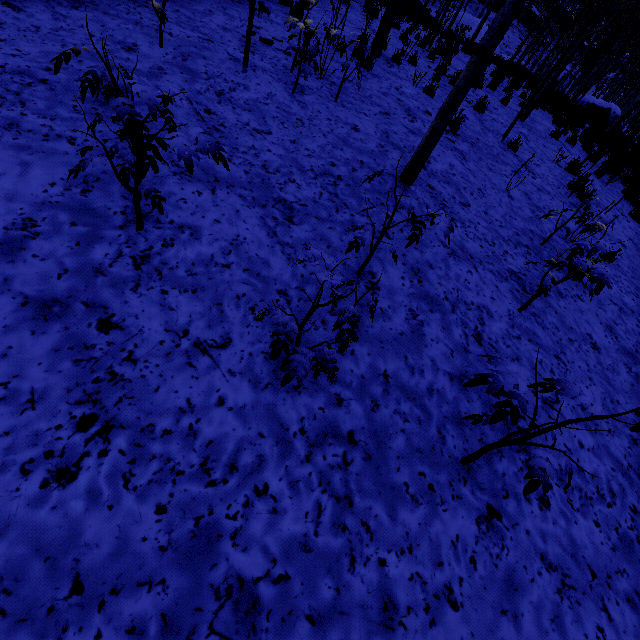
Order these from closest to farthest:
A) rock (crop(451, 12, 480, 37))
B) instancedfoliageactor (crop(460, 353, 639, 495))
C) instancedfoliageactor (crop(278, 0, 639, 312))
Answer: instancedfoliageactor (crop(460, 353, 639, 495))
instancedfoliageactor (crop(278, 0, 639, 312))
rock (crop(451, 12, 480, 37))

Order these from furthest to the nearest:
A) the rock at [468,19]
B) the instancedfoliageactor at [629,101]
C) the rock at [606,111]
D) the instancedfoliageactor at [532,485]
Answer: the rock at [468,19] < the rock at [606,111] < the instancedfoliageactor at [629,101] < the instancedfoliageactor at [532,485]

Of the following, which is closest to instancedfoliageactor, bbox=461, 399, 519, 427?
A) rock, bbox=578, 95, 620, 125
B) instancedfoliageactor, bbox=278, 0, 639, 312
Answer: instancedfoliageactor, bbox=278, 0, 639, 312

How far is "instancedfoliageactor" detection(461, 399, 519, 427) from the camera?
1.59m

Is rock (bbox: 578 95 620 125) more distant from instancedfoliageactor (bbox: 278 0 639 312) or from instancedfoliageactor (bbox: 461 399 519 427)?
instancedfoliageactor (bbox: 461 399 519 427)

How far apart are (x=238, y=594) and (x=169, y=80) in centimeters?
497cm

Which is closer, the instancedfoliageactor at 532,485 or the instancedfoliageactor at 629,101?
the instancedfoliageactor at 532,485

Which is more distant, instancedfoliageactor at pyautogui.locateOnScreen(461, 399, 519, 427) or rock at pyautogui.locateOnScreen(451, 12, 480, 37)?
rock at pyautogui.locateOnScreen(451, 12, 480, 37)
